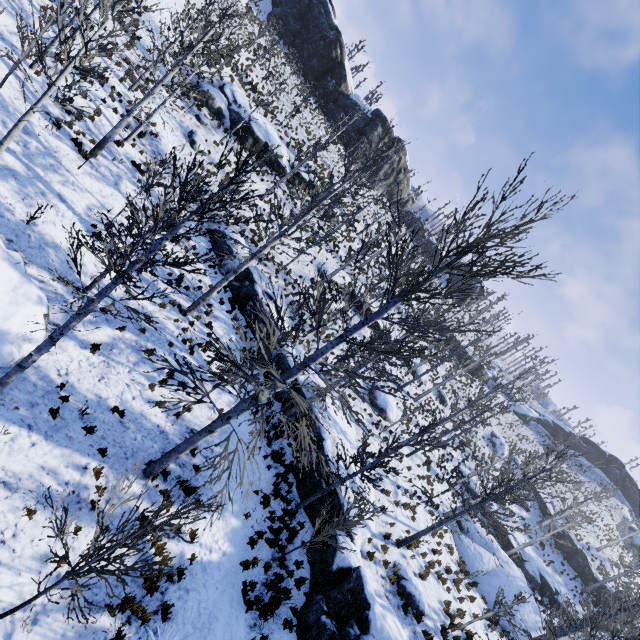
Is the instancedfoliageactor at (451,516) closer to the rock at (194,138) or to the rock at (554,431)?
the rock at (194,138)

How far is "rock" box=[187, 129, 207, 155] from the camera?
22.6 meters

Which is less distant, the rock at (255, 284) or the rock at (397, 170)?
the rock at (255, 284)

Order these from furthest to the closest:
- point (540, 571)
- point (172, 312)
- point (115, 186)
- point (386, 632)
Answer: point (540, 571)
point (115, 186)
point (172, 312)
point (386, 632)

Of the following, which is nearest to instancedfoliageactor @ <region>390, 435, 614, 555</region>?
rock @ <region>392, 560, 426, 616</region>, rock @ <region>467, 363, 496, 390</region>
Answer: rock @ <region>392, 560, 426, 616</region>

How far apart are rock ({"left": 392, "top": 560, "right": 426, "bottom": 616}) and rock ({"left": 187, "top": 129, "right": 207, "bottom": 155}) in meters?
26.8

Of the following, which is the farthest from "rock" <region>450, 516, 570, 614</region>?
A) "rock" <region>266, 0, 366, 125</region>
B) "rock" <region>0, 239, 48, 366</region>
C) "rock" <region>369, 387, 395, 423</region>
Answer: "rock" <region>266, 0, 366, 125</region>

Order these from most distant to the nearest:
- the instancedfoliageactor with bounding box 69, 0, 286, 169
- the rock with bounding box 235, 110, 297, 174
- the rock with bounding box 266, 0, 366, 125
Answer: the rock with bounding box 266, 0, 366, 125
the rock with bounding box 235, 110, 297, 174
the instancedfoliageactor with bounding box 69, 0, 286, 169
